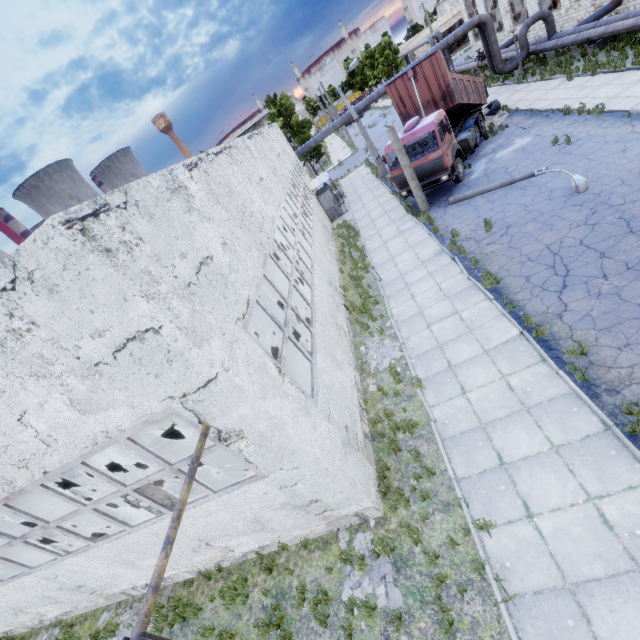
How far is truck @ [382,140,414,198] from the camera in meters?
16.9

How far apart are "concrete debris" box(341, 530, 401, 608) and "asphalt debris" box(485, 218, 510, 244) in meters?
10.2

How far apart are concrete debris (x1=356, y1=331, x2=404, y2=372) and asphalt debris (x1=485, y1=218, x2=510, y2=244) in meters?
4.1 m

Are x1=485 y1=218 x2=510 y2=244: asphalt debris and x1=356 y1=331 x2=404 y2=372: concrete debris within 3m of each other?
no

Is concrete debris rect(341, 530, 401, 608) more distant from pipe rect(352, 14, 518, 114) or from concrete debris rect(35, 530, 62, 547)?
pipe rect(352, 14, 518, 114)

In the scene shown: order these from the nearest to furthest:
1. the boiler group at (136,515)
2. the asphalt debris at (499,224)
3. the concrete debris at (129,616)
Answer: the boiler group at (136,515), the concrete debris at (129,616), the asphalt debris at (499,224)

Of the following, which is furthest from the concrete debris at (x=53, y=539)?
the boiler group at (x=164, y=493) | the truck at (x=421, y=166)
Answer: the truck at (x=421, y=166)

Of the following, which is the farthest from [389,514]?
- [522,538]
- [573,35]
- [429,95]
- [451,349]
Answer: [573,35]
